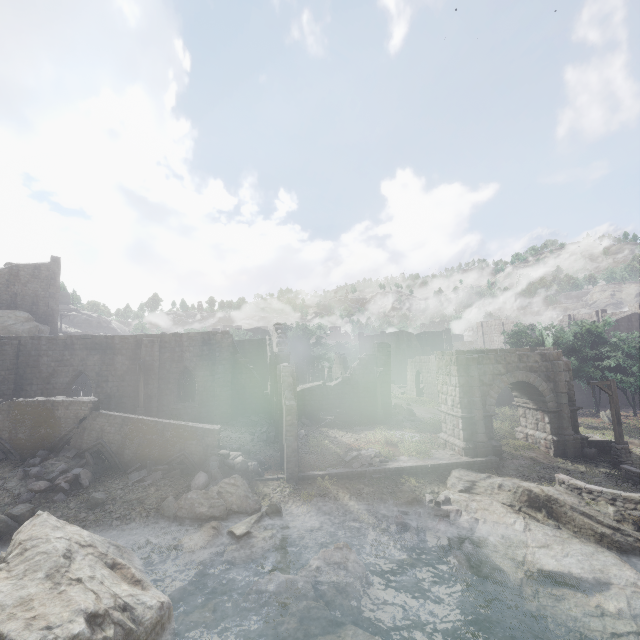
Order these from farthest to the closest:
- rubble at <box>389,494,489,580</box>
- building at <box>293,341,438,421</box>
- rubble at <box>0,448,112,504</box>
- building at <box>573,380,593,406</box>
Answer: building at <box>573,380,593,406</box> < building at <box>293,341,438,421</box> < rubble at <box>0,448,112,504</box> < rubble at <box>389,494,489,580</box>

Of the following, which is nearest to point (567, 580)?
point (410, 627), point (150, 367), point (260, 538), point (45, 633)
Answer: point (410, 627)

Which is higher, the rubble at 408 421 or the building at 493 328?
the building at 493 328

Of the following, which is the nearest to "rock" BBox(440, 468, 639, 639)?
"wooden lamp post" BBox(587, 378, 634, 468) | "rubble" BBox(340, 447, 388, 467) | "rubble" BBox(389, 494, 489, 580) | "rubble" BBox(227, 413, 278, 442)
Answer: "rubble" BBox(389, 494, 489, 580)

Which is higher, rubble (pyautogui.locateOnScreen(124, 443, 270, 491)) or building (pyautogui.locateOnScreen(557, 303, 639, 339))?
building (pyautogui.locateOnScreen(557, 303, 639, 339))

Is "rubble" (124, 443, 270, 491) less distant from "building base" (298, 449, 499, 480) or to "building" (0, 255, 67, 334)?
"building" (0, 255, 67, 334)

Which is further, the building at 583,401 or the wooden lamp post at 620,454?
the building at 583,401

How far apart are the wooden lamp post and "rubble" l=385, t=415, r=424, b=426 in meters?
12.3 m
